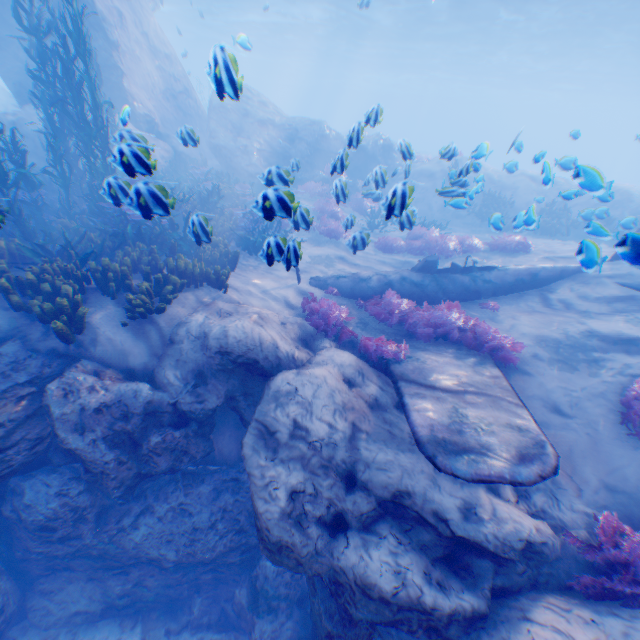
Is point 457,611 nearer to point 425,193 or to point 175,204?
point 175,204

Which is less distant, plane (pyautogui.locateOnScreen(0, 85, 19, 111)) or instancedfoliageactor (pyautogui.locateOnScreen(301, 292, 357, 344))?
instancedfoliageactor (pyautogui.locateOnScreen(301, 292, 357, 344))

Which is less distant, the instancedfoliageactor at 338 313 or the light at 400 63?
the instancedfoliageactor at 338 313

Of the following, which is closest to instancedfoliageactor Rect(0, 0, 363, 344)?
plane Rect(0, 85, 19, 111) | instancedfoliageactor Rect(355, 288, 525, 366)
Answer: instancedfoliageactor Rect(355, 288, 525, 366)

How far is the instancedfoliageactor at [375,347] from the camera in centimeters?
667cm

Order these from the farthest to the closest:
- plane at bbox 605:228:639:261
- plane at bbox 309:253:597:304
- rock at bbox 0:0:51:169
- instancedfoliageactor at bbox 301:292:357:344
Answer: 1. rock at bbox 0:0:51:169
2. plane at bbox 309:253:597:304
3. instancedfoliageactor at bbox 301:292:357:344
4. plane at bbox 605:228:639:261

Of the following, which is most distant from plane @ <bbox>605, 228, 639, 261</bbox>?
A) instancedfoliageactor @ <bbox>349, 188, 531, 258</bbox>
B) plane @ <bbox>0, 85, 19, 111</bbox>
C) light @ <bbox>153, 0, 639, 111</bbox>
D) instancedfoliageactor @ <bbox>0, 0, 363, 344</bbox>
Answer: plane @ <bbox>0, 85, 19, 111</bbox>

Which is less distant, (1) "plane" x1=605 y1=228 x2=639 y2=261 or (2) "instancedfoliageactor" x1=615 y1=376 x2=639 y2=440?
(1) "plane" x1=605 y1=228 x2=639 y2=261
